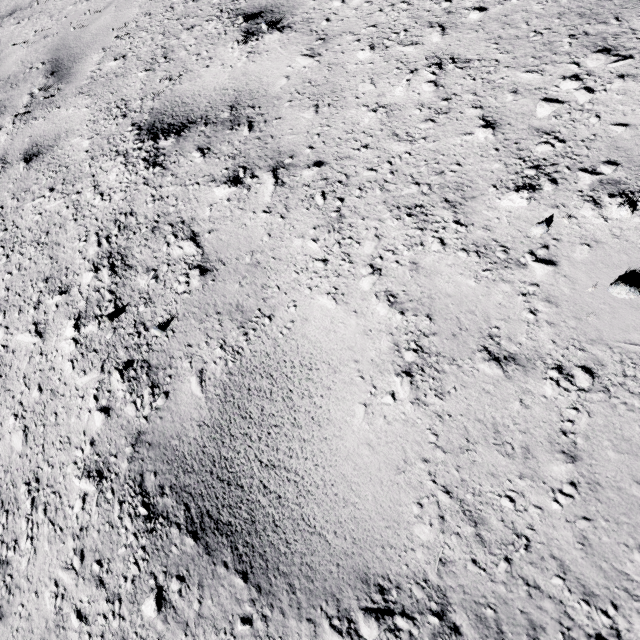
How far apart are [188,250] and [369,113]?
1.1 meters
